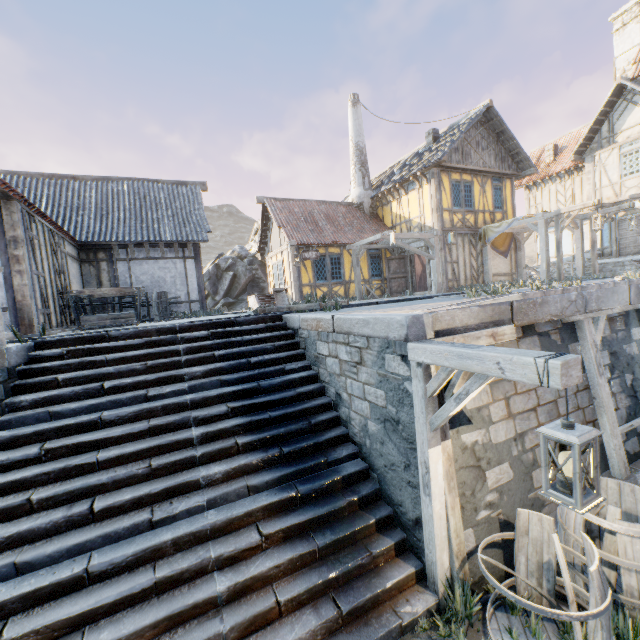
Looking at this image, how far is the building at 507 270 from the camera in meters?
17.0 m

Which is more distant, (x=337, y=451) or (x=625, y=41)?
(x=625, y=41)

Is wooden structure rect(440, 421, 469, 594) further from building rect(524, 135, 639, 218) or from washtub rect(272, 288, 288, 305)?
building rect(524, 135, 639, 218)

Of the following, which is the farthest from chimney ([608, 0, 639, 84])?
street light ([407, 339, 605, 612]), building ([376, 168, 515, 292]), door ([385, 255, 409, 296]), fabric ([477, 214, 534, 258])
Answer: street light ([407, 339, 605, 612])

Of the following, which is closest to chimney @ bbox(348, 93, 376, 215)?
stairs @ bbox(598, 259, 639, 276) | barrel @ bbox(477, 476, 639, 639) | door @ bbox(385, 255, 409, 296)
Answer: door @ bbox(385, 255, 409, 296)

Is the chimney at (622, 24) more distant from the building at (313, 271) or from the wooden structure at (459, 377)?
the wooden structure at (459, 377)

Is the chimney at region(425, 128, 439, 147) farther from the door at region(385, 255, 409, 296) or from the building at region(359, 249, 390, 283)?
the door at region(385, 255, 409, 296)

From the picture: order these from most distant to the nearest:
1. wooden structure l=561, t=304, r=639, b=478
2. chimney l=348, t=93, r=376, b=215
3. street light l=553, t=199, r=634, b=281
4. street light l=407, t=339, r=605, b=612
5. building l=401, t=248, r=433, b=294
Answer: chimney l=348, t=93, r=376, b=215 < building l=401, t=248, r=433, b=294 < street light l=553, t=199, r=634, b=281 < wooden structure l=561, t=304, r=639, b=478 < street light l=407, t=339, r=605, b=612
